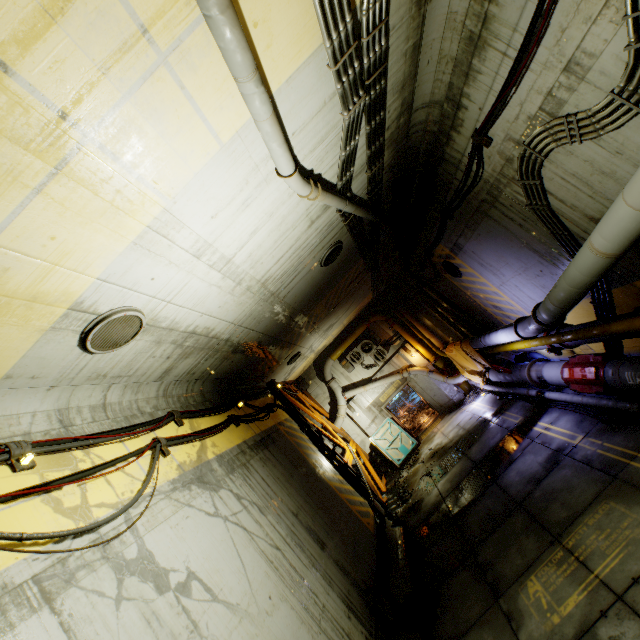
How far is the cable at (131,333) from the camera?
4.0 meters

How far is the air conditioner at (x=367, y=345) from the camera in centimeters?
1773cm

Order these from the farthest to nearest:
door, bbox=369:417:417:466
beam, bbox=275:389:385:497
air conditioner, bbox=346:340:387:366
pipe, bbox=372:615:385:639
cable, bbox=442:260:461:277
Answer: air conditioner, bbox=346:340:387:366 → door, bbox=369:417:417:466 → beam, bbox=275:389:385:497 → cable, bbox=442:260:461:277 → pipe, bbox=372:615:385:639

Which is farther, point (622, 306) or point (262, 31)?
point (622, 306)

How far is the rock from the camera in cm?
1154

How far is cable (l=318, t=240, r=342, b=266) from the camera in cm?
806

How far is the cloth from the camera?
13.2m

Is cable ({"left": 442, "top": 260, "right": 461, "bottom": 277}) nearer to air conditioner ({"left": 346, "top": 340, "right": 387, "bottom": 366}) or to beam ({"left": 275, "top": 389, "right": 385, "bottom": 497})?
air conditioner ({"left": 346, "top": 340, "right": 387, "bottom": 366})
